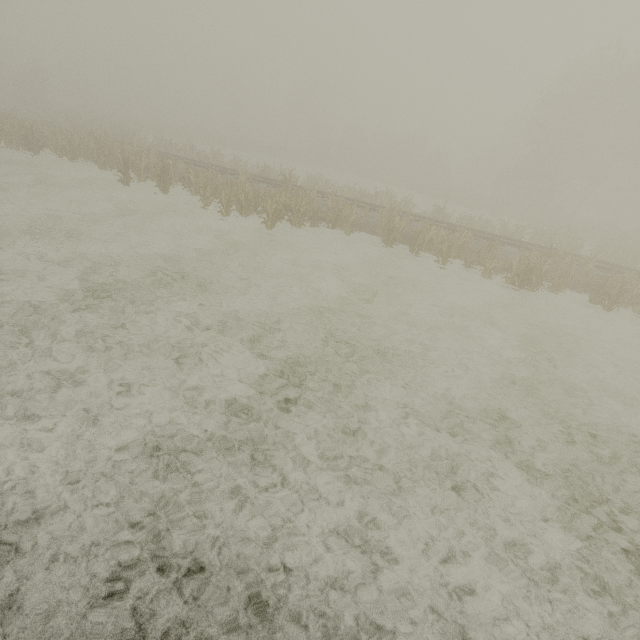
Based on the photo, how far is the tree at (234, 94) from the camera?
57.88m

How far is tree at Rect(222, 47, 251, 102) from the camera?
57.9m

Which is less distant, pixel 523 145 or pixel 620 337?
pixel 620 337
